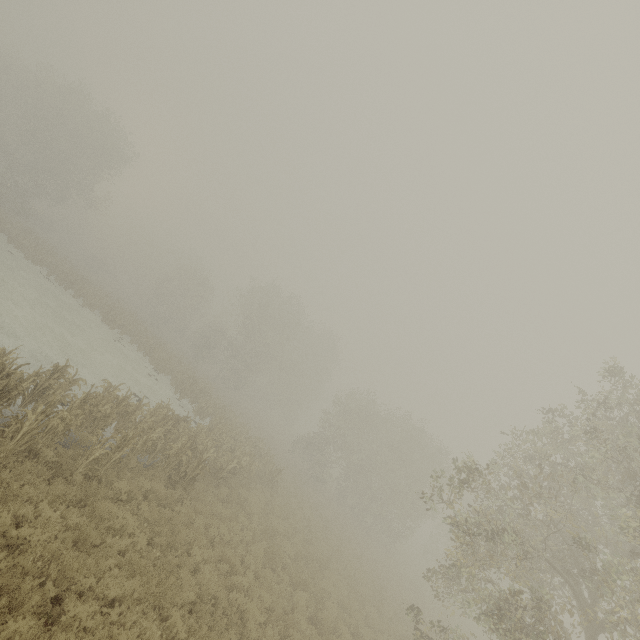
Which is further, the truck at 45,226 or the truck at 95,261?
the truck at 95,261

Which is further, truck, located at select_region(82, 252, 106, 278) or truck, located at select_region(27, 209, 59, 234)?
truck, located at select_region(82, 252, 106, 278)

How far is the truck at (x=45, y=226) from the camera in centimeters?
5062cm

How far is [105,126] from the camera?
39.22m

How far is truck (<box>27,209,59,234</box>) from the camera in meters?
50.6 m

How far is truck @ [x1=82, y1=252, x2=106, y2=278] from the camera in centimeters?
5218cm
